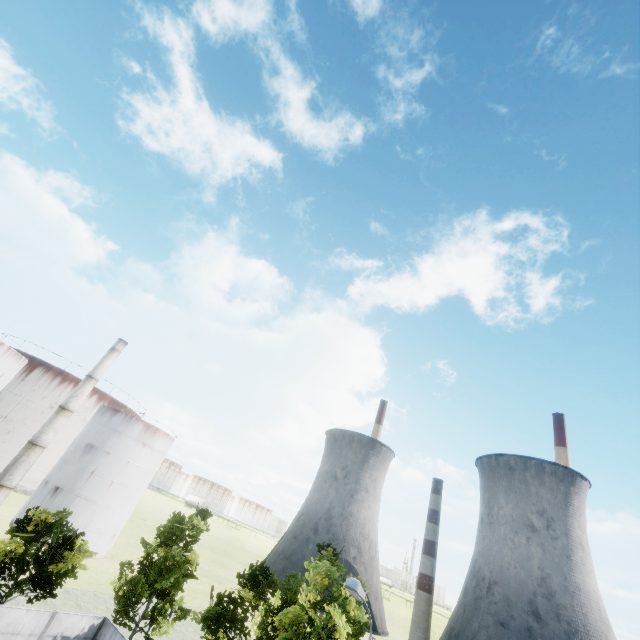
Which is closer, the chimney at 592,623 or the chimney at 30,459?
the chimney at 30,459

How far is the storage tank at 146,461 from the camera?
42.3 meters

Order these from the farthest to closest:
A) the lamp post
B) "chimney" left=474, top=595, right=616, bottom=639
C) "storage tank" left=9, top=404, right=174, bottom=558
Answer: "chimney" left=474, top=595, right=616, bottom=639 < "storage tank" left=9, top=404, right=174, bottom=558 < the lamp post

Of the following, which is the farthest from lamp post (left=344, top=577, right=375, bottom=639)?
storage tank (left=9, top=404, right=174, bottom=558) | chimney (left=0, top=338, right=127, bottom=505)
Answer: storage tank (left=9, top=404, right=174, bottom=558)

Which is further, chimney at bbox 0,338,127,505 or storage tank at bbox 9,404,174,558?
storage tank at bbox 9,404,174,558

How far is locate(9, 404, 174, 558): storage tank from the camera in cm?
4234

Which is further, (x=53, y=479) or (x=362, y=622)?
(x=53, y=479)

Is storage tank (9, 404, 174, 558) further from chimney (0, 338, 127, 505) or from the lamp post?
the lamp post
